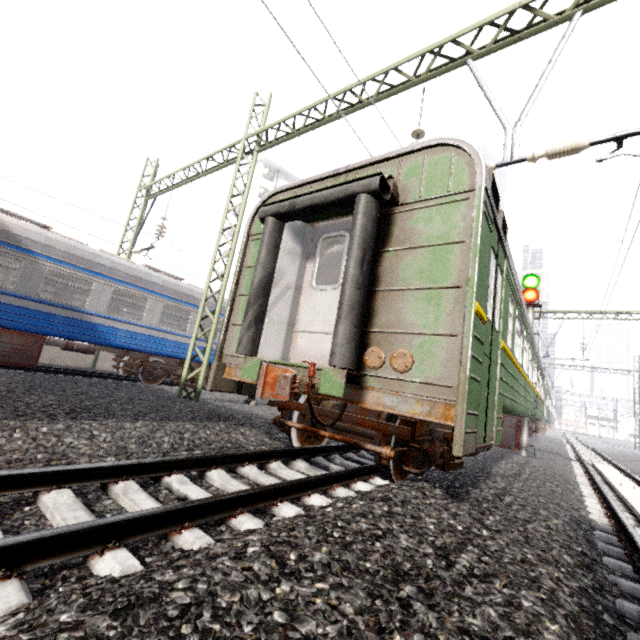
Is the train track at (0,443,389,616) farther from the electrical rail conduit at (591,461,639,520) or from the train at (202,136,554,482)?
the electrical rail conduit at (591,461,639,520)

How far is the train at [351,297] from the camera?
3.5m

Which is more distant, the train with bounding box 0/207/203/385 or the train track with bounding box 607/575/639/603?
the train with bounding box 0/207/203/385

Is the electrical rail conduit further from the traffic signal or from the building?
the building

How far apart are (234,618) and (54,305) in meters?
10.9

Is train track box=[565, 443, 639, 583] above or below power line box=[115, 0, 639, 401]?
below

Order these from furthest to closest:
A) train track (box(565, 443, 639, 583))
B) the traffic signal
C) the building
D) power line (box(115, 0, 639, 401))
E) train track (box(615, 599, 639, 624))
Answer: the building → the traffic signal → power line (box(115, 0, 639, 401)) → train track (box(565, 443, 639, 583)) → train track (box(615, 599, 639, 624))

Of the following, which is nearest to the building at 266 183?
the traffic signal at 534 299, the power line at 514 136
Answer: the power line at 514 136
